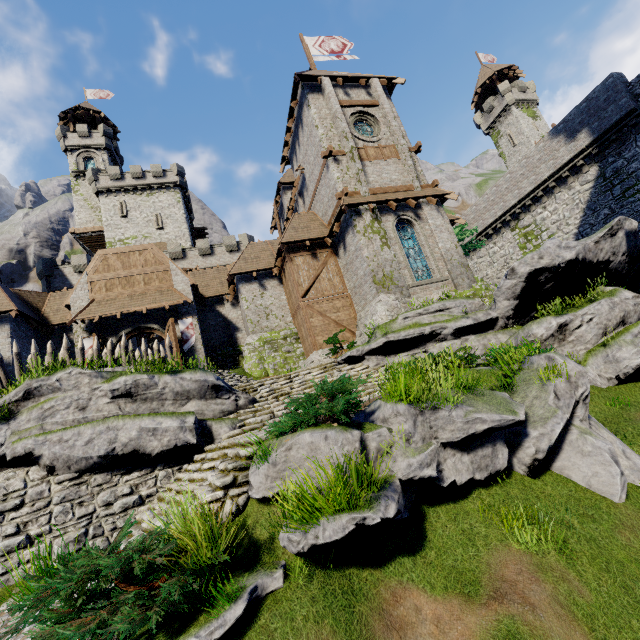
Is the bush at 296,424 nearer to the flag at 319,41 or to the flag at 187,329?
the flag at 187,329

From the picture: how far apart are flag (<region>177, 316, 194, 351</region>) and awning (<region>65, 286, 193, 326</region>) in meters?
0.8

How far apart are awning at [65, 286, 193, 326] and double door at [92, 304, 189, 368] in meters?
0.5 m

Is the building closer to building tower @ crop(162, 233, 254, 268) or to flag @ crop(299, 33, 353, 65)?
flag @ crop(299, 33, 353, 65)

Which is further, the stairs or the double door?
the double door

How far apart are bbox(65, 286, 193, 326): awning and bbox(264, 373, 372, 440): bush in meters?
13.5

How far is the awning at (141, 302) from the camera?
17.39m

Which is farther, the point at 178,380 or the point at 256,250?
the point at 256,250
